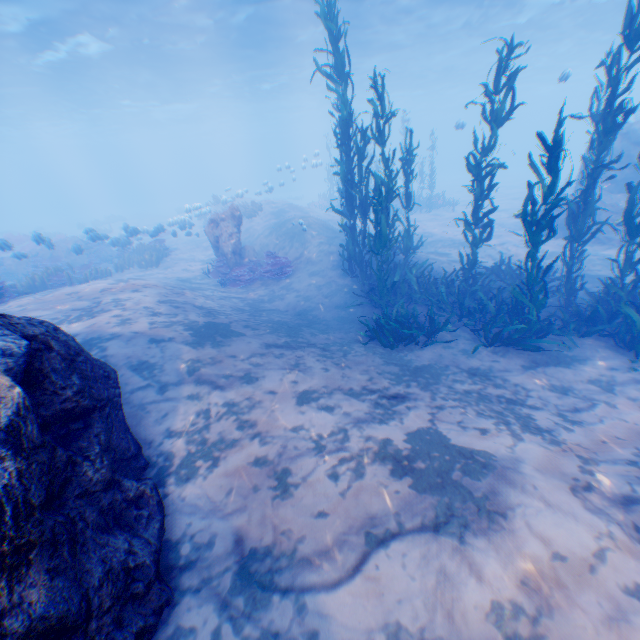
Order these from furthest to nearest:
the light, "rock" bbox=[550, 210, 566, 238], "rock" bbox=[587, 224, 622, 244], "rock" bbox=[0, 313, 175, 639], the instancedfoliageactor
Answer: the light → "rock" bbox=[550, 210, 566, 238] → "rock" bbox=[587, 224, 622, 244] → the instancedfoliageactor → "rock" bbox=[0, 313, 175, 639]

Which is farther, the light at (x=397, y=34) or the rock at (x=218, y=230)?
the light at (x=397, y=34)

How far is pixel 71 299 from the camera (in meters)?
8.51

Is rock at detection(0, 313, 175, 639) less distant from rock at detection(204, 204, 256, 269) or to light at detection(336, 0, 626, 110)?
light at detection(336, 0, 626, 110)

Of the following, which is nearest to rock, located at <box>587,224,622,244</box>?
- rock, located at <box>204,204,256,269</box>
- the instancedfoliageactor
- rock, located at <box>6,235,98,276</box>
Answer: the instancedfoliageactor

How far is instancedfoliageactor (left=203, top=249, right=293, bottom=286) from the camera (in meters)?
12.73

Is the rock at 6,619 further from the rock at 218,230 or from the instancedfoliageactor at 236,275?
the rock at 218,230

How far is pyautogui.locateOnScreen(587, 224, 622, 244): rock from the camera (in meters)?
13.59
